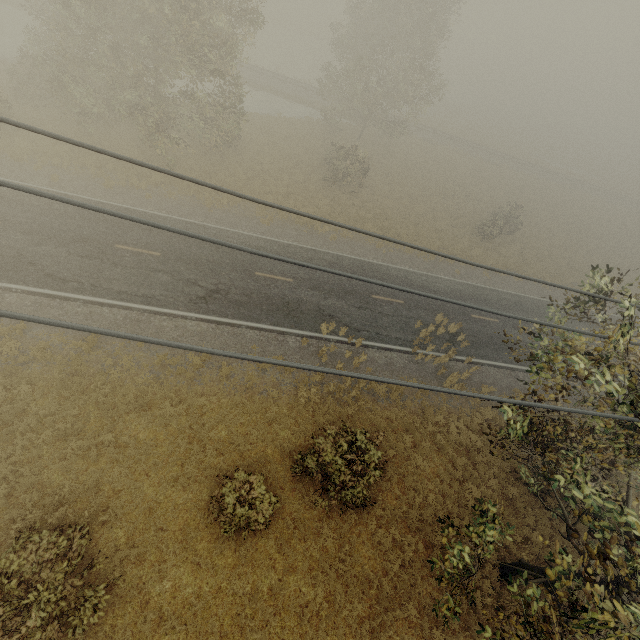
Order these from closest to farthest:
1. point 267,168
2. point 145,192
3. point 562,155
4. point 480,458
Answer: point 480,458
point 145,192
point 267,168
point 562,155
